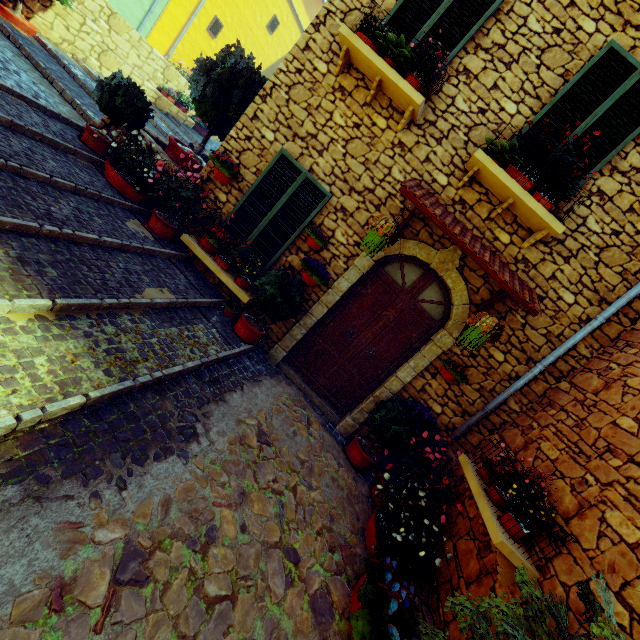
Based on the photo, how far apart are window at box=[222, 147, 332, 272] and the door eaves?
1.1 meters

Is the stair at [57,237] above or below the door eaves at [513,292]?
below

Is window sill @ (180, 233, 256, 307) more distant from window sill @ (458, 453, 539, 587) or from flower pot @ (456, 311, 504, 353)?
window sill @ (458, 453, 539, 587)

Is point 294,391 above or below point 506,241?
below

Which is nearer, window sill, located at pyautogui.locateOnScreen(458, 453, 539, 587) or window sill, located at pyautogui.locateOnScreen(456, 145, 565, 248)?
window sill, located at pyautogui.locateOnScreen(458, 453, 539, 587)

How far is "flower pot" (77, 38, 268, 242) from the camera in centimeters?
510cm

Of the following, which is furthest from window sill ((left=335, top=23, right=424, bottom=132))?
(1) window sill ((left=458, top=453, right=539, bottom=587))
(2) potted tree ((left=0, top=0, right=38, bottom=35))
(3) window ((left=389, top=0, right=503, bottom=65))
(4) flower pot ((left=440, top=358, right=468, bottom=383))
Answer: (2) potted tree ((left=0, top=0, right=38, bottom=35))

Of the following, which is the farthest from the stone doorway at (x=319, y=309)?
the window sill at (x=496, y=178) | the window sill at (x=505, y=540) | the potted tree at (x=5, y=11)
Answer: the potted tree at (x=5, y=11)
